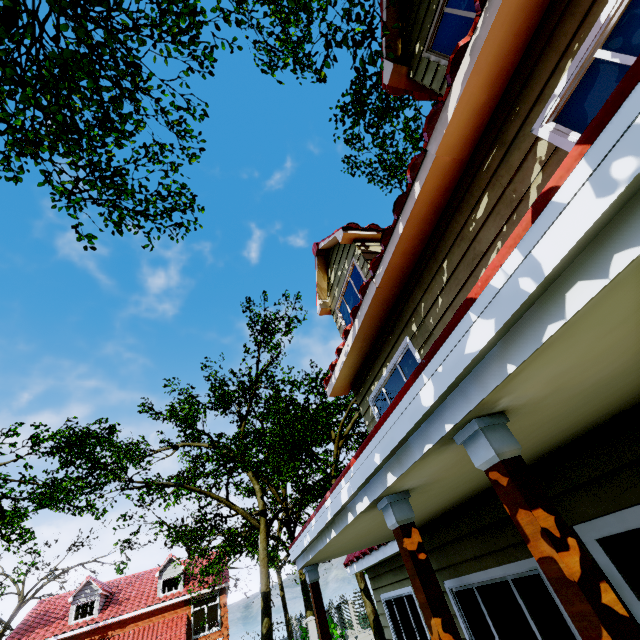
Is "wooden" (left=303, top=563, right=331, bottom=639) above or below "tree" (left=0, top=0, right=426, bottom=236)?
below

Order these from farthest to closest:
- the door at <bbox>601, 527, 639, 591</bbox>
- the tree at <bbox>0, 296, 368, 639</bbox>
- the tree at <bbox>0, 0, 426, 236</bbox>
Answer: the tree at <bbox>0, 296, 368, 639</bbox>
the tree at <bbox>0, 0, 426, 236</bbox>
the door at <bbox>601, 527, 639, 591</bbox>

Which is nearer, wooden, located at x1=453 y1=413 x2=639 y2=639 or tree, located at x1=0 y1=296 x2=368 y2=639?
wooden, located at x1=453 y1=413 x2=639 y2=639

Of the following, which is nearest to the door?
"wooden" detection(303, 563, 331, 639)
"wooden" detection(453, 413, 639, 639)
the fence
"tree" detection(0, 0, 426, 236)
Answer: "wooden" detection(453, 413, 639, 639)

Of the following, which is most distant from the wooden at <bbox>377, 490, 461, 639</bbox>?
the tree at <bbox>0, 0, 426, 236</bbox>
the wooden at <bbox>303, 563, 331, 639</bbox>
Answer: the tree at <bbox>0, 0, 426, 236</bbox>

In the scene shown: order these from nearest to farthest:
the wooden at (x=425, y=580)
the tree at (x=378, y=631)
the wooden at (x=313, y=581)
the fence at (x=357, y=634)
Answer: the wooden at (x=425, y=580) < the wooden at (x=313, y=581) < the tree at (x=378, y=631) < the fence at (x=357, y=634)

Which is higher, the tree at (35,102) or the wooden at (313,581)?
the tree at (35,102)

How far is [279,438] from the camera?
14.8m
